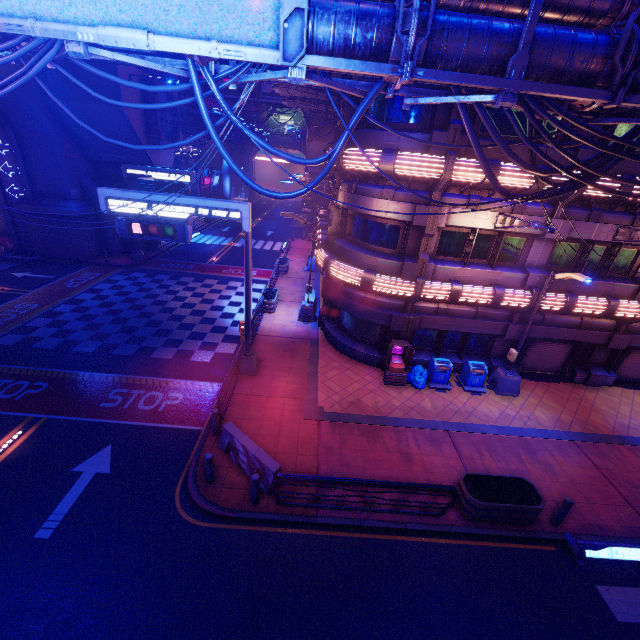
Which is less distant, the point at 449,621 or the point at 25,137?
the point at 449,621

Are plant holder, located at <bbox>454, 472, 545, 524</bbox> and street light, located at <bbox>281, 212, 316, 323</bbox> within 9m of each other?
no

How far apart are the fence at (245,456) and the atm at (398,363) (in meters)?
6.54

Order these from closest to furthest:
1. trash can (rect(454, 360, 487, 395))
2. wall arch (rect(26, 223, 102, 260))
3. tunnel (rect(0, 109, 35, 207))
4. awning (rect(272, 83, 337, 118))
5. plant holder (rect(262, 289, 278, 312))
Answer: trash can (rect(454, 360, 487, 395)) < awning (rect(272, 83, 337, 118)) < plant holder (rect(262, 289, 278, 312)) < tunnel (rect(0, 109, 35, 207)) < wall arch (rect(26, 223, 102, 260))

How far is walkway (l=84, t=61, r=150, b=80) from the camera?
19.8m

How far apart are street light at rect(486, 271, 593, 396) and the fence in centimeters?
1059cm

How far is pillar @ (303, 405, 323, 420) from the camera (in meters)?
12.20

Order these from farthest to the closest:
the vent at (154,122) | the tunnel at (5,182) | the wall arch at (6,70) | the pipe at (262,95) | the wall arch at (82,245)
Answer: the wall arch at (82,245), the vent at (154,122), the tunnel at (5,182), the wall arch at (6,70), the pipe at (262,95)
